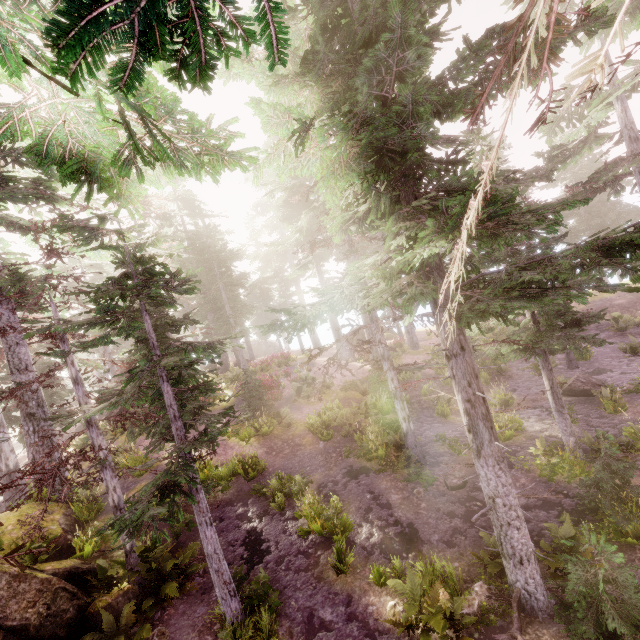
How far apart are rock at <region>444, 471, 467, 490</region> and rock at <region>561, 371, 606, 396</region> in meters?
7.9

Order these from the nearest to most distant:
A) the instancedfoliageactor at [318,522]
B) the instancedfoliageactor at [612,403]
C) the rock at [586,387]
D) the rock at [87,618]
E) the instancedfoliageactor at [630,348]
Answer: the rock at [87,618] < the instancedfoliageactor at [318,522] < the instancedfoliageactor at [612,403] < the rock at [586,387] < the instancedfoliageactor at [630,348]

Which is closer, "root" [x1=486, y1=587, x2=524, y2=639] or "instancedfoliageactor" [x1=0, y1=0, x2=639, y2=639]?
"instancedfoliageactor" [x1=0, y1=0, x2=639, y2=639]

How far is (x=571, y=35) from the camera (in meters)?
5.84

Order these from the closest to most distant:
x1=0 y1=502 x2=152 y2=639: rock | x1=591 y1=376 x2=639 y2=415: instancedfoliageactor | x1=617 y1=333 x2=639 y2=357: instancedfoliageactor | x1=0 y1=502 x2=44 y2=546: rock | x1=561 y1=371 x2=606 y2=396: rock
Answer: x1=0 y1=502 x2=152 y2=639: rock < x1=0 y1=502 x2=44 y2=546: rock < x1=591 y1=376 x2=639 y2=415: instancedfoliageactor < x1=561 y1=371 x2=606 y2=396: rock < x1=617 y1=333 x2=639 y2=357: instancedfoliageactor

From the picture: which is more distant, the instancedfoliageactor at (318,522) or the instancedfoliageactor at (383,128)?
the instancedfoliageactor at (318,522)

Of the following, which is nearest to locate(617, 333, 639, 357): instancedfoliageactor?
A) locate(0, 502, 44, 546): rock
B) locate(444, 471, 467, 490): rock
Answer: locate(0, 502, 44, 546): rock

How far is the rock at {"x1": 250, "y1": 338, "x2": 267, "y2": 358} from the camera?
54.0 meters
